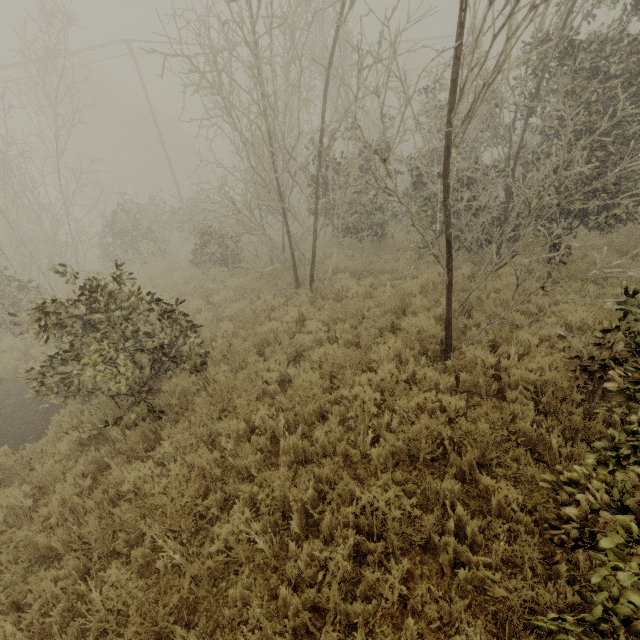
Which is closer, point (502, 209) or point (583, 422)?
point (583, 422)
